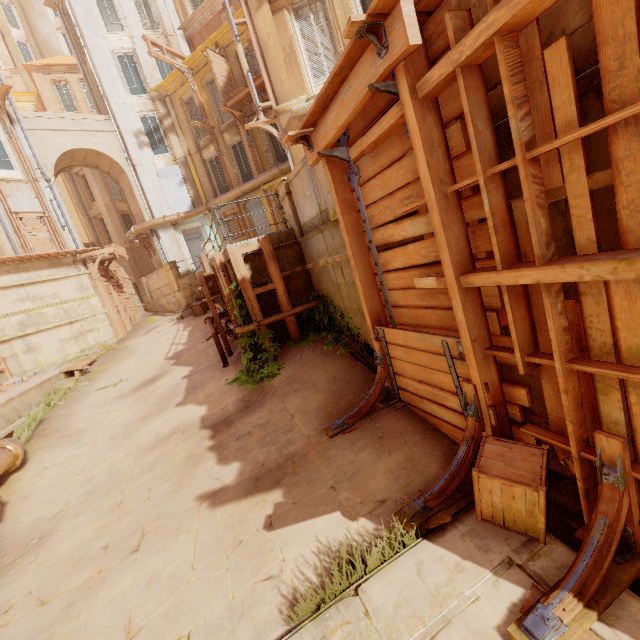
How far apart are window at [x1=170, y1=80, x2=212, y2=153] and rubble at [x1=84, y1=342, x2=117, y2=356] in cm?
1383

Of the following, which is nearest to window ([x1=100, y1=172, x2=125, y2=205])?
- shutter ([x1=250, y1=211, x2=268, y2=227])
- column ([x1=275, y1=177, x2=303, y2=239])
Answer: shutter ([x1=250, y1=211, x2=268, y2=227])

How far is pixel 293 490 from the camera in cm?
426

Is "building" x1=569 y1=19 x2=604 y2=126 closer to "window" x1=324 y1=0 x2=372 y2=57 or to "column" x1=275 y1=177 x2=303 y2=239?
"column" x1=275 y1=177 x2=303 y2=239

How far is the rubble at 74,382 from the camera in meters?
11.5 m

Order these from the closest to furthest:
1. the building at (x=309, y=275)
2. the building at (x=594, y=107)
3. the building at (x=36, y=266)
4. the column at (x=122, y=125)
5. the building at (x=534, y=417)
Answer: the building at (x=594, y=107) → the building at (x=534, y=417) → the building at (x=309, y=275) → the building at (x=36, y=266) → the column at (x=122, y=125)

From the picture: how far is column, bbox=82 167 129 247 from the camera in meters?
27.3 m

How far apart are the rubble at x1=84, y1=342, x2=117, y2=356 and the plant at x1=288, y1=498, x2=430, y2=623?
16.4m
